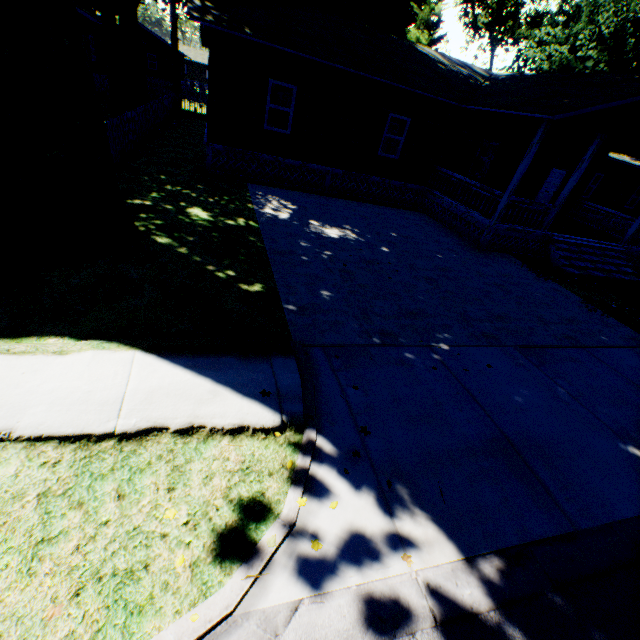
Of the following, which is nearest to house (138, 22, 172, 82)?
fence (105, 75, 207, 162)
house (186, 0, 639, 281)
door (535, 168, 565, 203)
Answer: fence (105, 75, 207, 162)

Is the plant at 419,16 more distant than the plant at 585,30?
Yes

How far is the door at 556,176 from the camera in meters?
17.0

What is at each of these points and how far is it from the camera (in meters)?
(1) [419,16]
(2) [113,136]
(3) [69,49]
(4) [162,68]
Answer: (1) plant, 36.53
(2) fence, 10.66
(3) plant, 4.70
(4) house, 42.28

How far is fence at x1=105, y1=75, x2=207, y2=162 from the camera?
11.0m

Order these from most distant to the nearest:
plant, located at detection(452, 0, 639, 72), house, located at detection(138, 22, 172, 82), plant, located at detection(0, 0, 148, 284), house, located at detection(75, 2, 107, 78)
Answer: house, located at detection(138, 22, 172, 82)
plant, located at detection(452, 0, 639, 72)
house, located at detection(75, 2, 107, 78)
plant, located at detection(0, 0, 148, 284)

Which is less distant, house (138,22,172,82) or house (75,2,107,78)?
house (75,2,107,78)

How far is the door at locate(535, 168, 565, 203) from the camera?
17.0m
